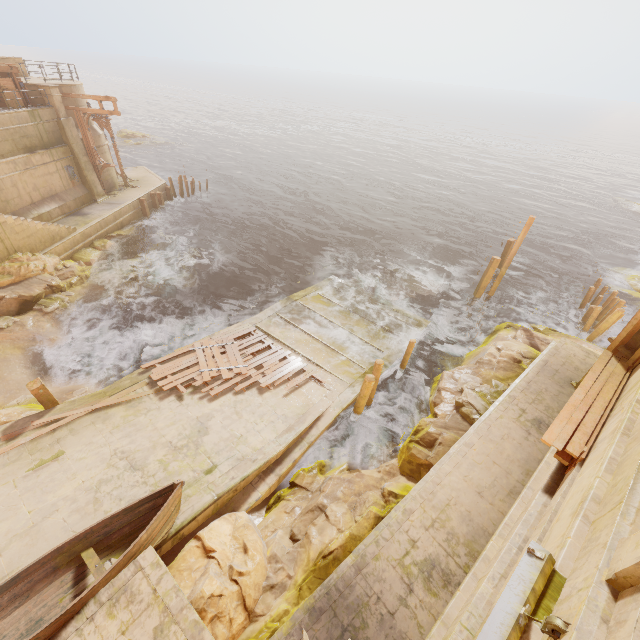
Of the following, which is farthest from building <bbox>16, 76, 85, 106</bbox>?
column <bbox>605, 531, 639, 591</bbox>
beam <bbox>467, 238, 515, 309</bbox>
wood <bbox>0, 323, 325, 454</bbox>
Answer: beam <bbox>467, 238, 515, 309</bbox>

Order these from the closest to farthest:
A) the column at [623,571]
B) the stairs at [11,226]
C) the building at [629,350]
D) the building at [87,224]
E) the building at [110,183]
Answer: the column at [623,571]
the building at [629,350]
the stairs at [11,226]
the building at [87,224]
the building at [110,183]

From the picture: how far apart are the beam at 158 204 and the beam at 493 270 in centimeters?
2627cm

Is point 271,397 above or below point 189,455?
below

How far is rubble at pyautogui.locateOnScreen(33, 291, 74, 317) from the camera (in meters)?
15.94

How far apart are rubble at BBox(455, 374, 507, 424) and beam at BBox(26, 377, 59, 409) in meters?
13.3 m

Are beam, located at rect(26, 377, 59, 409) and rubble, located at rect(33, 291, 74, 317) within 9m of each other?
yes

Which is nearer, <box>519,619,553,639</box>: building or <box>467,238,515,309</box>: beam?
<box>519,619,553,639</box>: building
